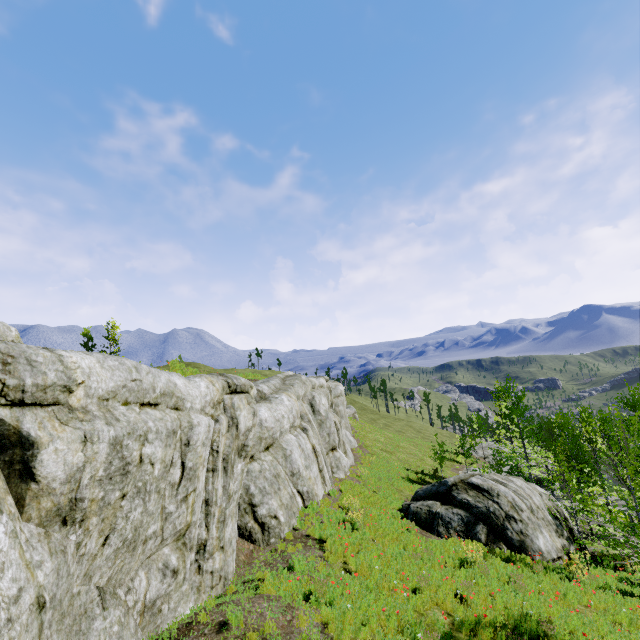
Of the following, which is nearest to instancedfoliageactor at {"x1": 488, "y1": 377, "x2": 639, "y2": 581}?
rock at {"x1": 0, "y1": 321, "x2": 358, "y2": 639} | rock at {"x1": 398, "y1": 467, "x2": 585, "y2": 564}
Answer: rock at {"x1": 398, "y1": 467, "x2": 585, "y2": 564}

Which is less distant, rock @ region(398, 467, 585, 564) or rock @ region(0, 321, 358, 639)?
rock @ region(0, 321, 358, 639)

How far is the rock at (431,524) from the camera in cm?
1480

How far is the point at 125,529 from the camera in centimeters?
585cm

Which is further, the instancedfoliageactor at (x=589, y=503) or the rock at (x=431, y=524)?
the rock at (x=431, y=524)

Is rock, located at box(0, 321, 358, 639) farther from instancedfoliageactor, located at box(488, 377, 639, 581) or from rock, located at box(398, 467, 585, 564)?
instancedfoliageactor, located at box(488, 377, 639, 581)

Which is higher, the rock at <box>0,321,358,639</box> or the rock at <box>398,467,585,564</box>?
the rock at <box>0,321,358,639</box>
